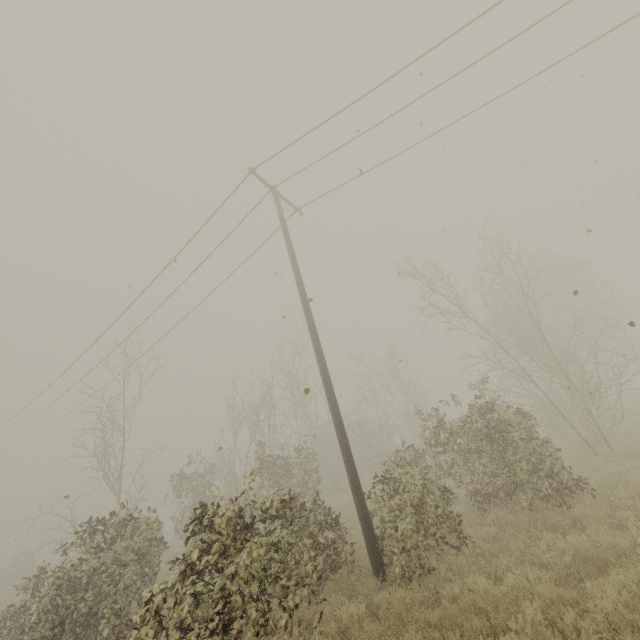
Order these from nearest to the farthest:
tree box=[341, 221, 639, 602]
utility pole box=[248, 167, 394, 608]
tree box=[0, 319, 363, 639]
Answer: tree box=[0, 319, 363, 639]
utility pole box=[248, 167, 394, 608]
tree box=[341, 221, 639, 602]

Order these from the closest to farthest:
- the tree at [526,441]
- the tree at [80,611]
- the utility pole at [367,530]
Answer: the tree at [80,611] < the utility pole at [367,530] < the tree at [526,441]

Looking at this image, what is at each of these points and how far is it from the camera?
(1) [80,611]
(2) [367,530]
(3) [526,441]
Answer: (1) tree, 10.2m
(2) utility pole, 7.3m
(3) tree, 9.4m

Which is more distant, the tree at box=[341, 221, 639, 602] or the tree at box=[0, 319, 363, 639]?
the tree at box=[341, 221, 639, 602]

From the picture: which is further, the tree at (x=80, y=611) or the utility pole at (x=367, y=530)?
the utility pole at (x=367, y=530)

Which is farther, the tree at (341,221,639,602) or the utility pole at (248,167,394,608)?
the tree at (341,221,639,602)

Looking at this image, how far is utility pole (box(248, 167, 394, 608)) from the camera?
7.0 meters
